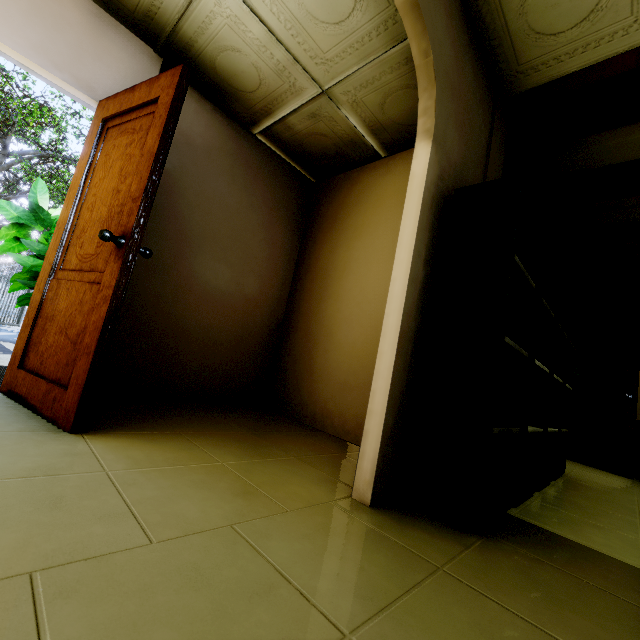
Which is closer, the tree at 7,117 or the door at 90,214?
the door at 90,214

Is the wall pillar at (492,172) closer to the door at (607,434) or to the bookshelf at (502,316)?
the bookshelf at (502,316)

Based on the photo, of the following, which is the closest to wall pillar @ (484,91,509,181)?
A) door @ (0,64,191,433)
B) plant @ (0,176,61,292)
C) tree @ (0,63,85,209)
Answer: door @ (0,64,191,433)

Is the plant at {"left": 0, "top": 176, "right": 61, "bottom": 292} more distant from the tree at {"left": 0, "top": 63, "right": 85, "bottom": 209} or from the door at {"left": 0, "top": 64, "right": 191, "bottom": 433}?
the tree at {"left": 0, "top": 63, "right": 85, "bottom": 209}

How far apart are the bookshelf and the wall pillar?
0.1 meters

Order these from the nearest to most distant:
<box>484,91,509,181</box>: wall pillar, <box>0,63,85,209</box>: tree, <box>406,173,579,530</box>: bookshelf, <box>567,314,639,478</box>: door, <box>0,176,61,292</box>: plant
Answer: <box>406,173,579,530</box>: bookshelf < <box>484,91,509,181</box>: wall pillar < <box>0,176,61,292</box>: plant < <box>567,314,639,478</box>: door < <box>0,63,85,209</box>: tree

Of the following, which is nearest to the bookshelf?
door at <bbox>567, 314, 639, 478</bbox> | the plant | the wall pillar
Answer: the wall pillar

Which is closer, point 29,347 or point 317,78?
point 29,347
